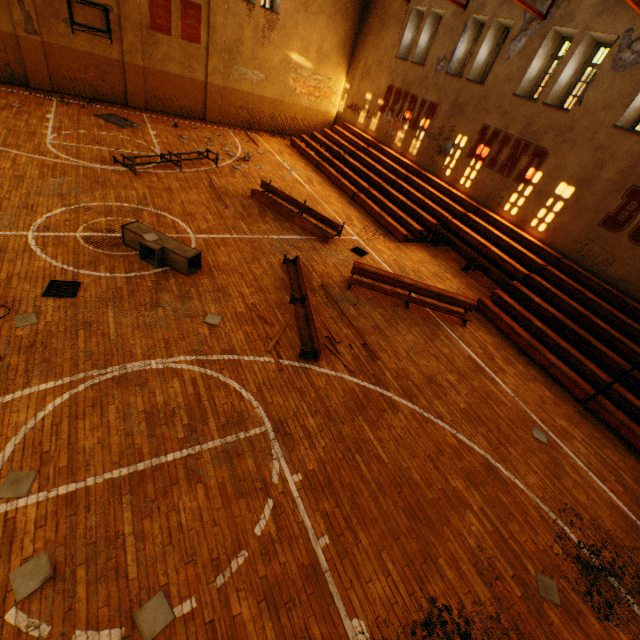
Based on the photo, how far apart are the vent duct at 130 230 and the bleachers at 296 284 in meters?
2.4

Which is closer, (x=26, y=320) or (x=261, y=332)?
(x=26, y=320)

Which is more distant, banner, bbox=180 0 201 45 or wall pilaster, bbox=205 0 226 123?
wall pilaster, bbox=205 0 226 123

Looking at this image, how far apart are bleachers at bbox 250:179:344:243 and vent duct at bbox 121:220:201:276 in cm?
470

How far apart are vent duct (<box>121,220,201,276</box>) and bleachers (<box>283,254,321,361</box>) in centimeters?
236cm

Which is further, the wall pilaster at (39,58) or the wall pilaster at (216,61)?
the wall pilaster at (216,61)

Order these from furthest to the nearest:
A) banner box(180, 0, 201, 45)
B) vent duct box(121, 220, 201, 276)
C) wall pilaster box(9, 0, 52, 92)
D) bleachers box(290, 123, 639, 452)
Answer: banner box(180, 0, 201, 45) → wall pilaster box(9, 0, 52, 92) → bleachers box(290, 123, 639, 452) → vent duct box(121, 220, 201, 276)

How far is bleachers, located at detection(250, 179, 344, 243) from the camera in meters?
11.7 m
